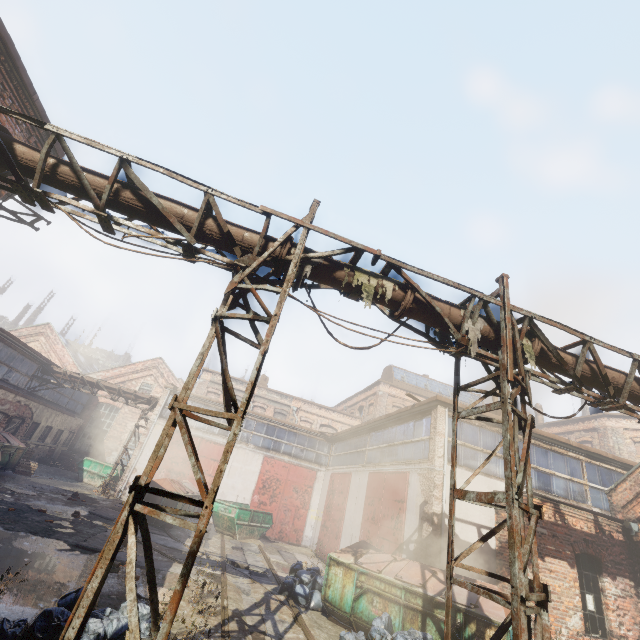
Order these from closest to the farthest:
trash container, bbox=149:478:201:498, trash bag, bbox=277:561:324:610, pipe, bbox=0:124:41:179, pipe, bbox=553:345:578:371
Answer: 1. pipe, bbox=0:124:41:179
2. pipe, bbox=553:345:578:371
3. trash bag, bbox=277:561:324:610
4. trash container, bbox=149:478:201:498

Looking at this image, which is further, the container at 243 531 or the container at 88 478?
the container at 88 478

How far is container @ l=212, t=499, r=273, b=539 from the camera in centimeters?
1575cm

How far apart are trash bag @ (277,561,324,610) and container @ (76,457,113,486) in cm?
1659

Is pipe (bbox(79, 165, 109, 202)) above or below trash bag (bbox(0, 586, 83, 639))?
above

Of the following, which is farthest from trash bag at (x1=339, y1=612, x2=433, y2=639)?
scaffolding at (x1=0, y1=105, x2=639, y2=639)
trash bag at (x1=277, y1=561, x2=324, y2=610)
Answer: trash bag at (x1=277, y1=561, x2=324, y2=610)

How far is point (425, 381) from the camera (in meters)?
35.41

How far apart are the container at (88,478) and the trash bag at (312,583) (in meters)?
16.59
